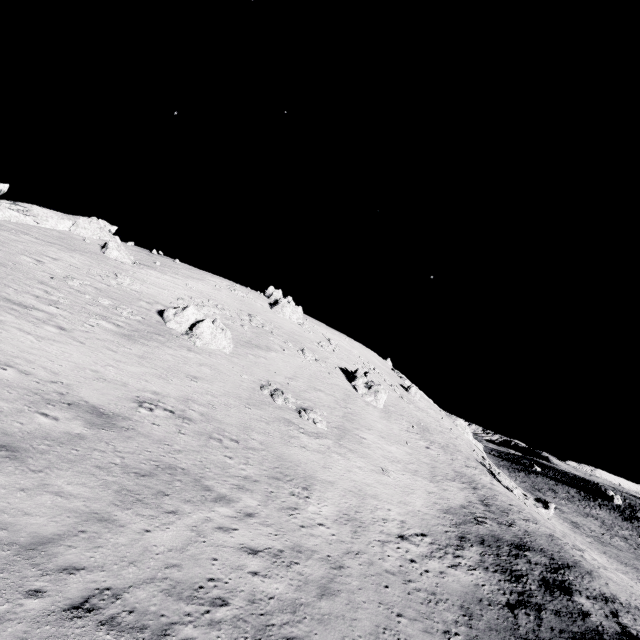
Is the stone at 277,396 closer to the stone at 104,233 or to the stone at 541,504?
the stone at 104,233

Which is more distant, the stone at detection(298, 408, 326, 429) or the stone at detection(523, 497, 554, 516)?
the stone at detection(523, 497, 554, 516)

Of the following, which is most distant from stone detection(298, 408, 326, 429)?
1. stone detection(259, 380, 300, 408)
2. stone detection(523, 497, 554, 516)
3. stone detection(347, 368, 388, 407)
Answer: stone detection(523, 497, 554, 516)

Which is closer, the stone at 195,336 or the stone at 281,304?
the stone at 195,336

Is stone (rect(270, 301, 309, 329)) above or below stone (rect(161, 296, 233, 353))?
above

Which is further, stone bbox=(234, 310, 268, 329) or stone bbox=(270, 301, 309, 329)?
stone bbox=(270, 301, 309, 329)

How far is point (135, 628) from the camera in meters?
7.8

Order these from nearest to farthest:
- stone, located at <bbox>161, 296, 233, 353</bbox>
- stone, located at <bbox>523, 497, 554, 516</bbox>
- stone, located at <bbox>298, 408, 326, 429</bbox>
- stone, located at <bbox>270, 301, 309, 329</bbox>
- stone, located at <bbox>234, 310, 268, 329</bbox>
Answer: stone, located at <bbox>298, 408, 326, 429</bbox> → stone, located at <bbox>161, 296, 233, 353</bbox> → stone, located at <bbox>234, 310, 268, 329</bbox> → stone, located at <bbox>523, 497, 554, 516</bbox> → stone, located at <bbox>270, 301, 309, 329</bbox>
